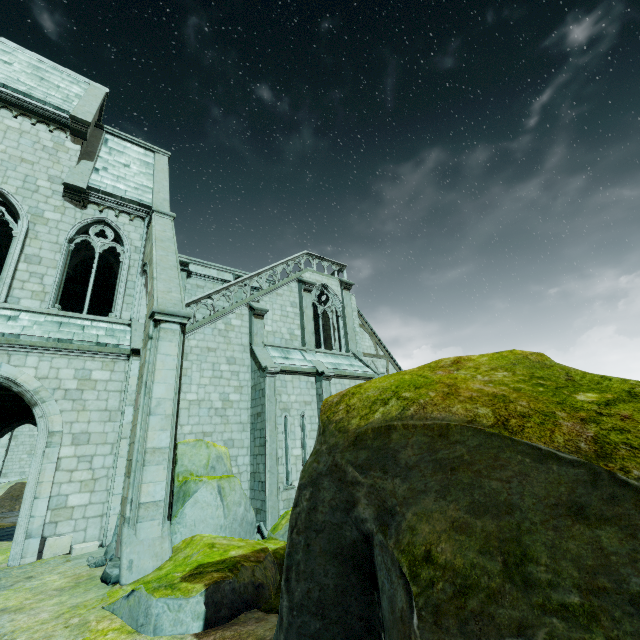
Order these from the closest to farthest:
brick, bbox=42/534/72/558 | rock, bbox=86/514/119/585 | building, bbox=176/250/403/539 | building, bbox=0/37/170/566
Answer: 1. rock, bbox=86/514/119/585
2. brick, bbox=42/534/72/558
3. building, bbox=0/37/170/566
4. building, bbox=176/250/403/539

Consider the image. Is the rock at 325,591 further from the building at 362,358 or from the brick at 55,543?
the brick at 55,543

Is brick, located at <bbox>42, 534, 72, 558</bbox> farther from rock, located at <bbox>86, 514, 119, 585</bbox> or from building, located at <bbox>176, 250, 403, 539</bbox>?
rock, located at <bbox>86, 514, 119, 585</bbox>

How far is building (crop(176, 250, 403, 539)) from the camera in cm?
1335

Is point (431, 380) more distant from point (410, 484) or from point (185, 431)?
point (185, 431)

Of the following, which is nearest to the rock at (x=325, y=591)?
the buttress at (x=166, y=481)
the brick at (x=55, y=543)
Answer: the buttress at (x=166, y=481)

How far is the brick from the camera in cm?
856

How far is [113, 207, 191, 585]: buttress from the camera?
6.55m
